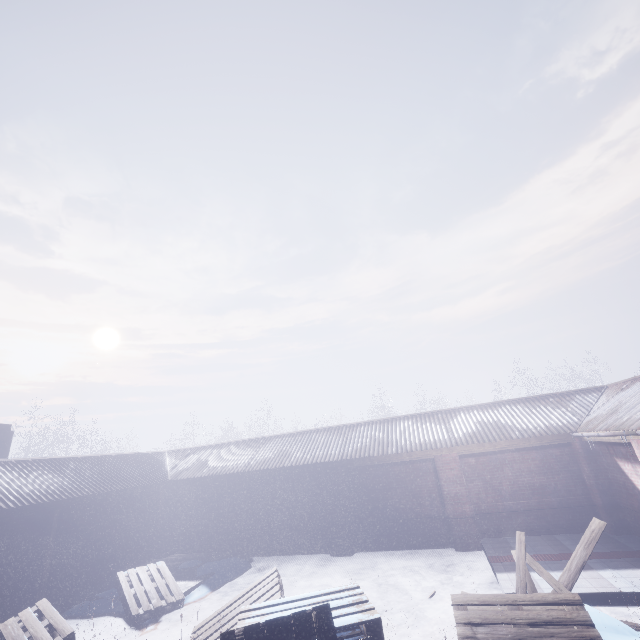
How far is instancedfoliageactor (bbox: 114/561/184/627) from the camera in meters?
6.2 m

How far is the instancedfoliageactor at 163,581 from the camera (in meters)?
6.22

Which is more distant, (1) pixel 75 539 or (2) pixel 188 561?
(2) pixel 188 561

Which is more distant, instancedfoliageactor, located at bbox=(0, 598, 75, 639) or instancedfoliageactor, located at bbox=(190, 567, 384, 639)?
instancedfoliageactor, located at bbox=(0, 598, 75, 639)

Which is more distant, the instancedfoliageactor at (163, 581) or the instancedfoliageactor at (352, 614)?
the instancedfoliageactor at (163, 581)

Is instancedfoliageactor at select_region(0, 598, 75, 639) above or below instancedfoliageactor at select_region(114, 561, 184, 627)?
above
